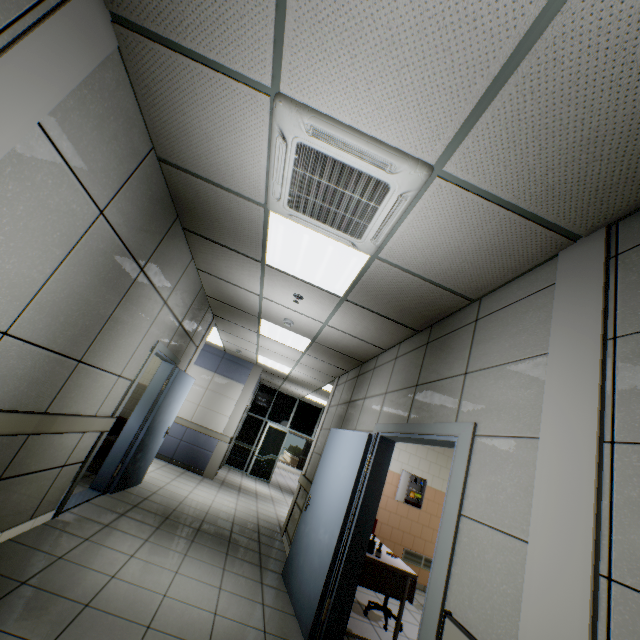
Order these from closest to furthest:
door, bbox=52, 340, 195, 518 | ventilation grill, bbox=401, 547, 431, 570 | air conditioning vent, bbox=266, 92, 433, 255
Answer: air conditioning vent, bbox=266, 92, 433, 255
door, bbox=52, 340, 195, 518
ventilation grill, bbox=401, 547, 431, 570

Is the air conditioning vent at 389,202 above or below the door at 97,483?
above

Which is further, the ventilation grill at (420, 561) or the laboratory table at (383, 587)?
the ventilation grill at (420, 561)

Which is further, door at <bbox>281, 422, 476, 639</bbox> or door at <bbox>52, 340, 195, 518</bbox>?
door at <bbox>52, 340, 195, 518</bbox>

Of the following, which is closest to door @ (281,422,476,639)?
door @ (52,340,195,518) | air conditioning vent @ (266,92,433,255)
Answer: air conditioning vent @ (266,92,433,255)

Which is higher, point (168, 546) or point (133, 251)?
point (133, 251)

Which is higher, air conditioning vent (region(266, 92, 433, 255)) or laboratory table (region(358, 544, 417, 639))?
air conditioning vent (region(266, 92, 433, 255))

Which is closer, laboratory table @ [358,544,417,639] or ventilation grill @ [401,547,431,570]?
laboratory table @ [358,544,417,639]
